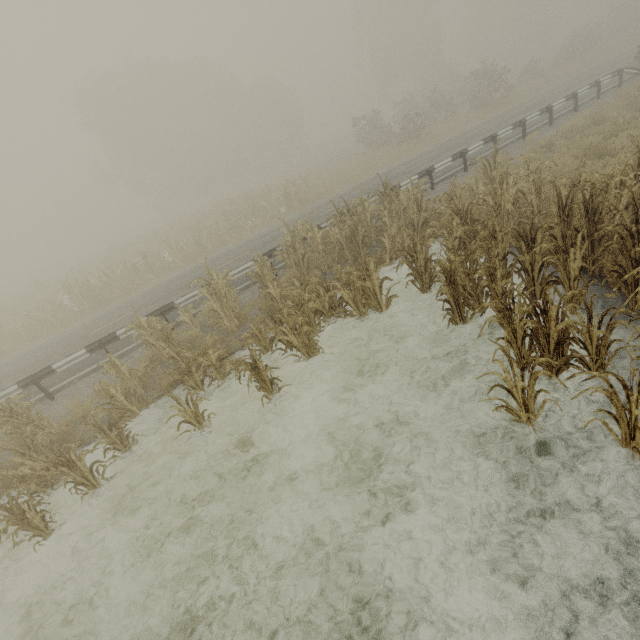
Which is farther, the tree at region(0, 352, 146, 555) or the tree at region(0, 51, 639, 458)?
the tree at region(0, 352, 146, 555)

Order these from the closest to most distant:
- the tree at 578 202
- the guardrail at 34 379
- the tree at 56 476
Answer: the tree at 578 202 < the tree at 56 476 < the guardrail at 34 379

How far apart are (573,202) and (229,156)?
45.6 meters

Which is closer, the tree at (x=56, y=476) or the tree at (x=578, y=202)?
the tree at (x=578, y=202)

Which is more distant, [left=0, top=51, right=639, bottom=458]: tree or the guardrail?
the guardrail

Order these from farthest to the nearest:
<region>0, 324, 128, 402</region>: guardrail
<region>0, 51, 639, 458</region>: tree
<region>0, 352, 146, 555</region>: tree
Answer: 1. <region>0, 324, 128, 402</region>: guardrail
2. <region>0, 352, 146, 555</region>: tree
3. <region>0, 51, 639, 458</region>: tree
